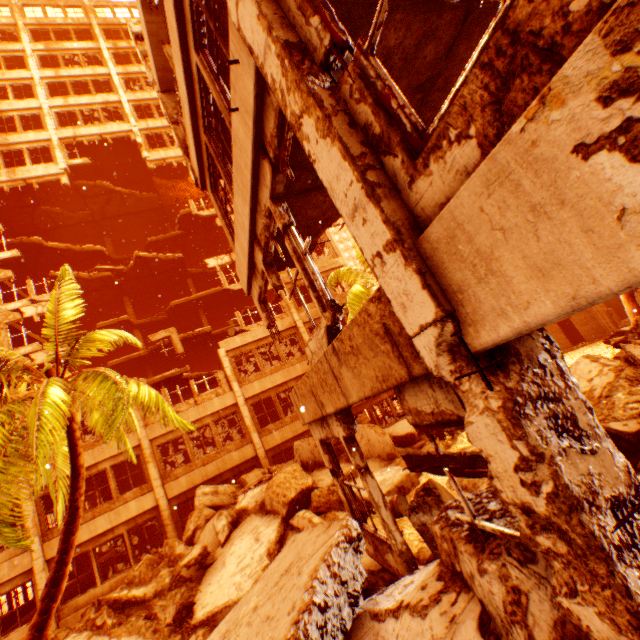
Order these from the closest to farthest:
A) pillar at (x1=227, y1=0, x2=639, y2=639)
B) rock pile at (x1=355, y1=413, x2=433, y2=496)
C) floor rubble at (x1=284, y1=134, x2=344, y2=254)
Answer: pillar at (x1=227, y1=0, x2=639, y2=639) < floor rubble at (x1=284, y1=134, x2=344, y2=254) < rock pile at (x1=355, y1=413, x2=433, y2=496)

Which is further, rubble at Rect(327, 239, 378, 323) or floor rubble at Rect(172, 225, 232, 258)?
floor rubble at Rect(172, 225, 232, 258)

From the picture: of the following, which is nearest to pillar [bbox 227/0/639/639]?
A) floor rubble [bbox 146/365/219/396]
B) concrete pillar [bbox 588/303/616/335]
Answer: floor rubble [bbox 146/365/219/396]

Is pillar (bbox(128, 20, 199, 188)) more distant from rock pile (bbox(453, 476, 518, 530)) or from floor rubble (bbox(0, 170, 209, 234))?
floor rubble (bbox(0, 170, 209, 234))

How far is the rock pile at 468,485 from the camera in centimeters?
243cm

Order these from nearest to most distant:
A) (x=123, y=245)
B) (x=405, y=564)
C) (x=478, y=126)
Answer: (x=478, y=126)
(x=405, y=564)
(x=123, y=245)

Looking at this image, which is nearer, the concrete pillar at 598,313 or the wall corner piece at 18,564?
the wall corner piece at 18,564

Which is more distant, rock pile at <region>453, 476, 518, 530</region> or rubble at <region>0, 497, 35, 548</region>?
rubble at <region>0, 497, 35, 548</region>
